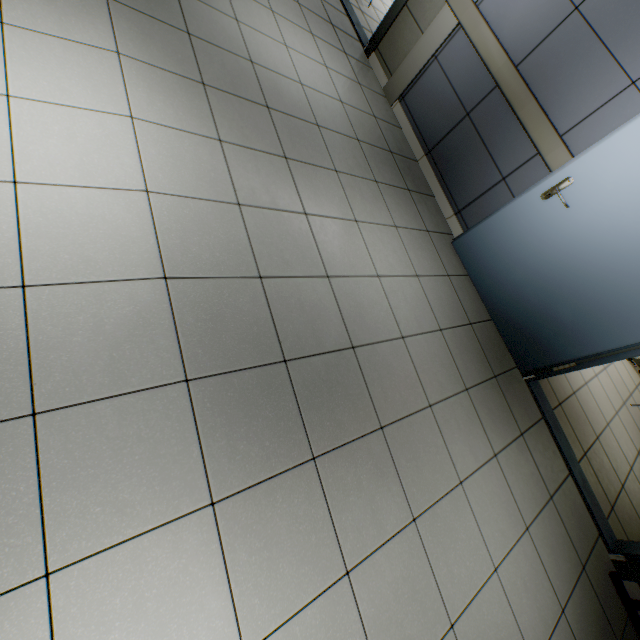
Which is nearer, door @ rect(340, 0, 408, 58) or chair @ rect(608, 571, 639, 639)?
chair @ rect(608, 571, 639, 639)

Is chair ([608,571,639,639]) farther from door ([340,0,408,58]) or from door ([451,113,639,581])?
door ([340,0,408,58])

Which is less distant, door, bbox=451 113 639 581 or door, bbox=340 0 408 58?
door, bbox=451 113 639 581

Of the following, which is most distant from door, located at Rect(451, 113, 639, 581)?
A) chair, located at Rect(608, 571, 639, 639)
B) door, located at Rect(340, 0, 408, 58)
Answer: door, located at Rect(340, 0, 408, 58)

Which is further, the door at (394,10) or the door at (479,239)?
the door at (394,10)

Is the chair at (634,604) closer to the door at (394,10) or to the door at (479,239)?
the door at (479,239)

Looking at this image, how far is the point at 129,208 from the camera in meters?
1.6 m
